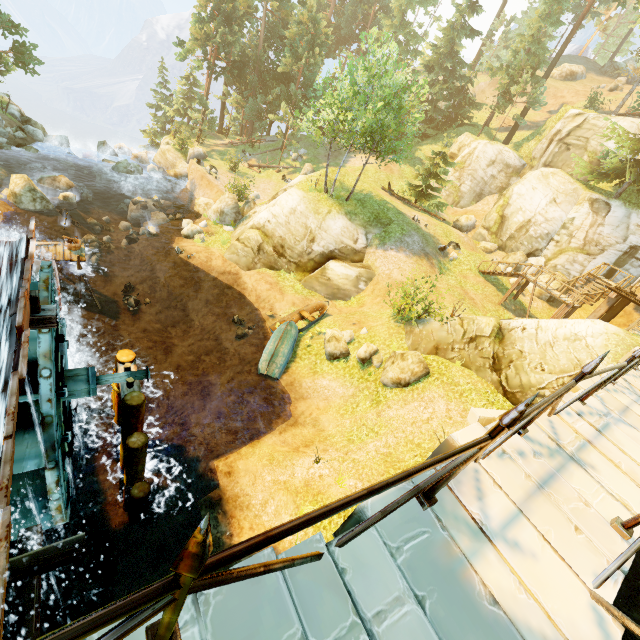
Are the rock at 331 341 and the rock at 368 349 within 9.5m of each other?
yes

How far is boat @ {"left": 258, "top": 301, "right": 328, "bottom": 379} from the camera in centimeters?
1562cm

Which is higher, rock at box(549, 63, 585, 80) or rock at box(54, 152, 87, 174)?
rock at box(549, 63, 585, 80)

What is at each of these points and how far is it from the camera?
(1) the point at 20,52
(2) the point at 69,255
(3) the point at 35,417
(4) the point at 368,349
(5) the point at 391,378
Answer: (1) tree, 27.0m
(2) wooden platform, 16.5m
(3) water wheel, 6.7m
(4) rock, 14.7m
(5) rock, 13.2m

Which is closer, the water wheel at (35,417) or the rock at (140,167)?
the water wheel at (35,417)

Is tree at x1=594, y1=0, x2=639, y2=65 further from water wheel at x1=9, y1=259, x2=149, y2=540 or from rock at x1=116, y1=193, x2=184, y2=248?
water wheel at x1=9, y1=259, x2=149, y2=540

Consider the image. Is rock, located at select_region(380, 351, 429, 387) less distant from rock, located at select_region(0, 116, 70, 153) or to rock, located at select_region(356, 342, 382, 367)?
rock, located at select_region(356, 342, 382, 367)

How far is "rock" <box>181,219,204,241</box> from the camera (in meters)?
22.97
